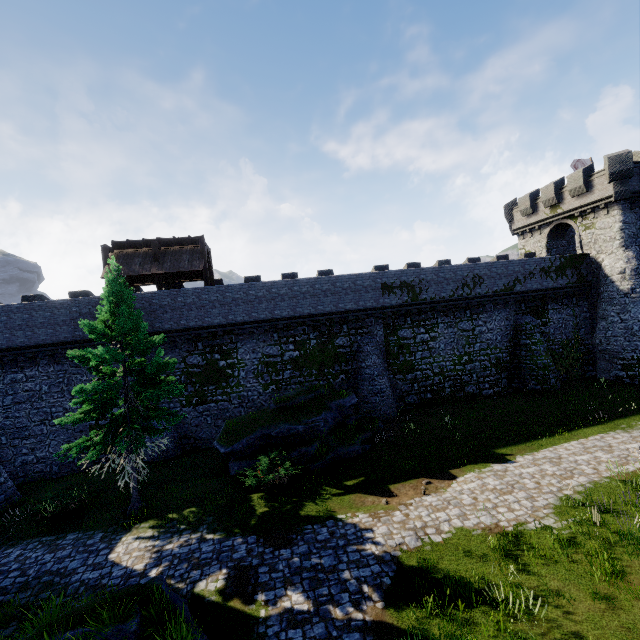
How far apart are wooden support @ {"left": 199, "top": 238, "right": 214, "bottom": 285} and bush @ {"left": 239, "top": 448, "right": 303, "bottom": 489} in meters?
11.2 m

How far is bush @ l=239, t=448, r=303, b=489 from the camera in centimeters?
1356cm

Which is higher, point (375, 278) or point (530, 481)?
point (375, 278)

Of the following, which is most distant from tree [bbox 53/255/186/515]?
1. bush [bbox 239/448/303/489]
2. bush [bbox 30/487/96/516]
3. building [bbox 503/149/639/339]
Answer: building [bbox 503/149/639/339]

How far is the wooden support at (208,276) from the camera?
21.6 meters

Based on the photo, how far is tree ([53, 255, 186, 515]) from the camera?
12.1m

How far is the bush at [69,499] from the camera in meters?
13.7 m

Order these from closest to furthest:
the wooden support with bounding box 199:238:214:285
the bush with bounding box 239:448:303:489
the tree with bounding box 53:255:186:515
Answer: the tree with bounding box 53:255:186:515, the bush with bounding box 239:448:303:489, the wooden support with bounding box 199:238:214:285
